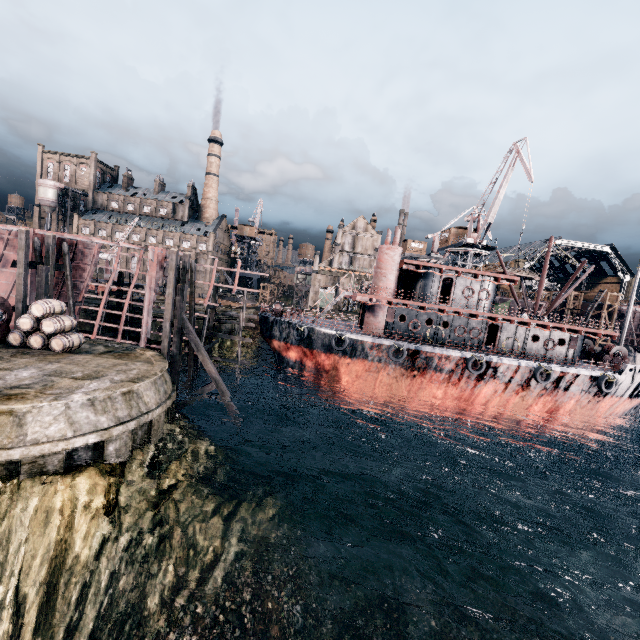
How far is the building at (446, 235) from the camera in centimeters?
5172cm

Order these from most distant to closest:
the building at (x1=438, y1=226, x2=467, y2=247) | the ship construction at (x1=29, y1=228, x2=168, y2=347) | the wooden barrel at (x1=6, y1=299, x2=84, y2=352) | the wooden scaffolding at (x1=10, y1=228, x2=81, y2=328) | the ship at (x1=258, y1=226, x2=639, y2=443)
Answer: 1. the building at (x1=438, y1=226, x2=467, y2=247)
2. the ship at (x1=258, y1=226, x2=639, y2=443)
3. the ship construction at (x1=29, y1=228, x2=168, y2=347)
4. the wooden scaffolding at (x1=10, y1=228, x2=81, y2=328)
5. the wooden barrel at (x1=6, y1=299, x2=84, y2=352)

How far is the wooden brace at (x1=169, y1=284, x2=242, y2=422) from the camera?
21.3 meters

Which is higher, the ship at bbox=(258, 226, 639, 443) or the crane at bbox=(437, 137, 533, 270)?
the crane at bbox=(437, 137, 533, 270)

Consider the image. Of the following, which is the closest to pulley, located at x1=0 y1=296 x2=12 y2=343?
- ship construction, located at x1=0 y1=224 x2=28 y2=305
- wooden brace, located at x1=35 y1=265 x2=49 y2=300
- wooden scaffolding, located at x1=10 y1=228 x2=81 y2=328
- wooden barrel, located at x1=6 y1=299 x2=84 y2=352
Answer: wooden barrel, located at x1=6 y1=299 x2=84 y2=352

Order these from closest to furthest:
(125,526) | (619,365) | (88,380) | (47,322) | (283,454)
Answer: (125,526), (88,380), (47,322), (283,454), (619,365)

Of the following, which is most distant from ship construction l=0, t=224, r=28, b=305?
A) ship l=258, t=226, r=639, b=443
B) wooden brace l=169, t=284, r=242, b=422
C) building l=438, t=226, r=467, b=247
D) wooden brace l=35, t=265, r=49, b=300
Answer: building l=438, t=226, r=467, b=247

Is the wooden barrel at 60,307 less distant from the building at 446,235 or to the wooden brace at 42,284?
the wooden brace at 42,284
